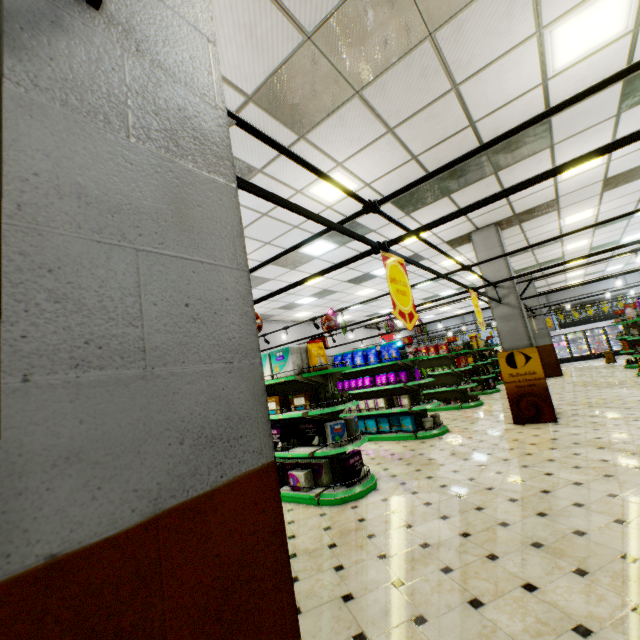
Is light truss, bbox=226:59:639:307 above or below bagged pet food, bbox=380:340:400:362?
above

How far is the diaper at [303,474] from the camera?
5.0 meters

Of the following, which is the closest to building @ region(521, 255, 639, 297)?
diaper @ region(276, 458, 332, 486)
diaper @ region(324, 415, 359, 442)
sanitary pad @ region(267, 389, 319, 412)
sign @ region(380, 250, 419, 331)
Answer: diaper @ region(276, 458, 332, 486)

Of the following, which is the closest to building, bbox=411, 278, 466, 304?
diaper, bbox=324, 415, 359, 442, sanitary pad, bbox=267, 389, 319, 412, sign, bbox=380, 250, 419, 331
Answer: diaper, bbox=324, 415, 359, 442

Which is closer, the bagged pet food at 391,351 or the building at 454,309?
the bagged pet food at 391,351

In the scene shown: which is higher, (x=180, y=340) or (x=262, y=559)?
(x=180, y=340)

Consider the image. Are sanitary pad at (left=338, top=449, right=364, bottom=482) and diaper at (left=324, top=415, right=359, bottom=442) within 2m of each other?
yes

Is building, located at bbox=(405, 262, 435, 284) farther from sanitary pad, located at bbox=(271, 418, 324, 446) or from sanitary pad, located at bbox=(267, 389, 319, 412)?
sanitary pad, located at bbox=(267, 389, 319, 412)
